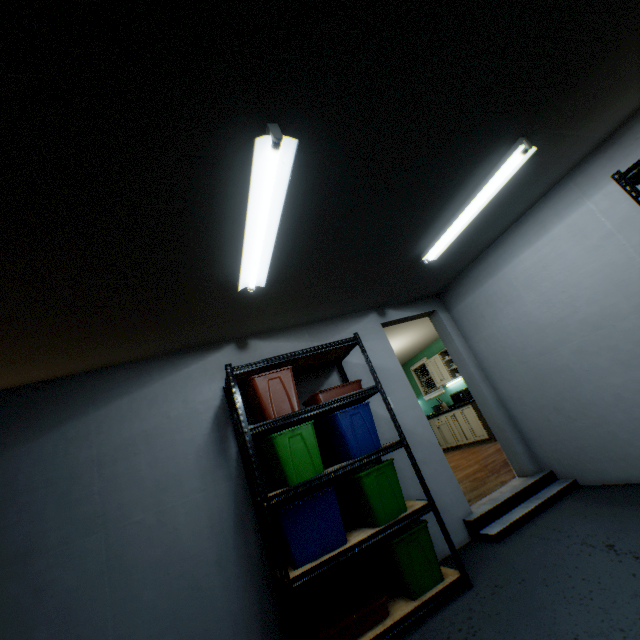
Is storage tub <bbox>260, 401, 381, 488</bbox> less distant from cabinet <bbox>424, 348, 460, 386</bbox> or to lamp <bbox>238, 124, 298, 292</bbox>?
lamp <bbox>238, 124, 298, 292</bbox>

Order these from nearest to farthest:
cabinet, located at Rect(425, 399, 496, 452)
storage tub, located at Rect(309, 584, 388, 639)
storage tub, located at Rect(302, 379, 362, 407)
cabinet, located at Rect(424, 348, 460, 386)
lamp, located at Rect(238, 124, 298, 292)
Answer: lamp, located at Rect(238, 124, 298, 292) → storage tub, located at Rect(309, 584, 388, 639) → storage tub, located at Rect(302, 379, 362, 407) → cabinet, located at Rect(425, 399, 496, 452) → cabinet, located at Rect(424, 348, 460, 386)

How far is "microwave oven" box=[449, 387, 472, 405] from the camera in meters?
7.1 m

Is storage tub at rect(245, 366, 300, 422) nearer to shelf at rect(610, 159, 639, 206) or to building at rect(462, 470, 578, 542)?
building at rect(462, 470, 578, 542)

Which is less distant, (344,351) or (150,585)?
(150,585)

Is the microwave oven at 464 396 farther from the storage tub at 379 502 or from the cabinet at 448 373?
the storage tub at 379 502

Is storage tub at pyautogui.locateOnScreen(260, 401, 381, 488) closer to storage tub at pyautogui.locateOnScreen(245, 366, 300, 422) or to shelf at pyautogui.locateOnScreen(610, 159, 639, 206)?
storage tub at pyautogui.locateOnScreen(245, 366, 300, 422)

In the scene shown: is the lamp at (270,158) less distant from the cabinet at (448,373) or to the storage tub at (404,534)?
the storage tub at (404,534)
